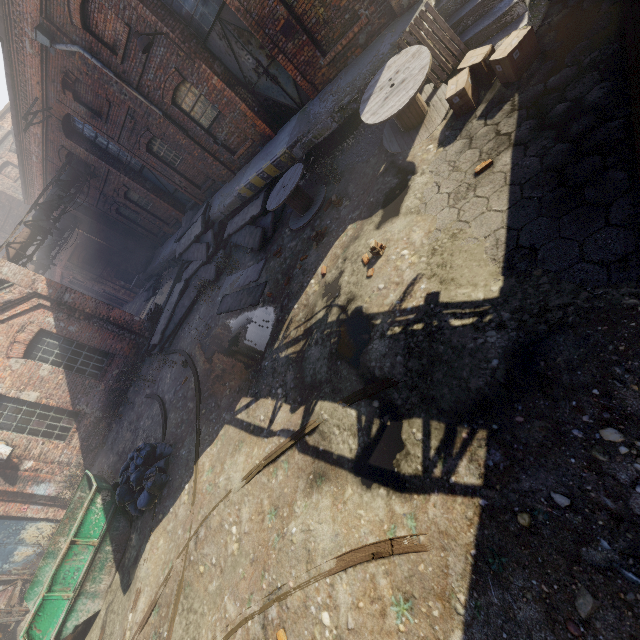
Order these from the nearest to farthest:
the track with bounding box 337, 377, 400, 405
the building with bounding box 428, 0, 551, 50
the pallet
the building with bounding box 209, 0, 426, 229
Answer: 1. the track with bounding box 337, 377, 400, 405
2. the building with bounding box 428, 0, 551, 50
3. the building with bounding box 209, 0, 426, 229
4. the pallet

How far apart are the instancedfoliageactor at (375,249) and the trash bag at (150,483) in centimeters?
712cm

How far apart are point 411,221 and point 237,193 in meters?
8.3 m

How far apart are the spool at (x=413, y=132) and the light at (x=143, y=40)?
5.75m

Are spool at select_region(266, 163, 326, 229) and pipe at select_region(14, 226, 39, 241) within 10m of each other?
no

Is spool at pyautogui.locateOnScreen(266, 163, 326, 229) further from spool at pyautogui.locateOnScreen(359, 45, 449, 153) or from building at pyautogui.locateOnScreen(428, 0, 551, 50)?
spool at pyautogui.locateOnScreen(359, 45, 449, 153)

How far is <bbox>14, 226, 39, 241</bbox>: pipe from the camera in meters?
13.8

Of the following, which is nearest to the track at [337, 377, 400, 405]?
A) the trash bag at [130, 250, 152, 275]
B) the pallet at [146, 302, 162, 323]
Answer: the pallet at [146, 302, 162, 323]
